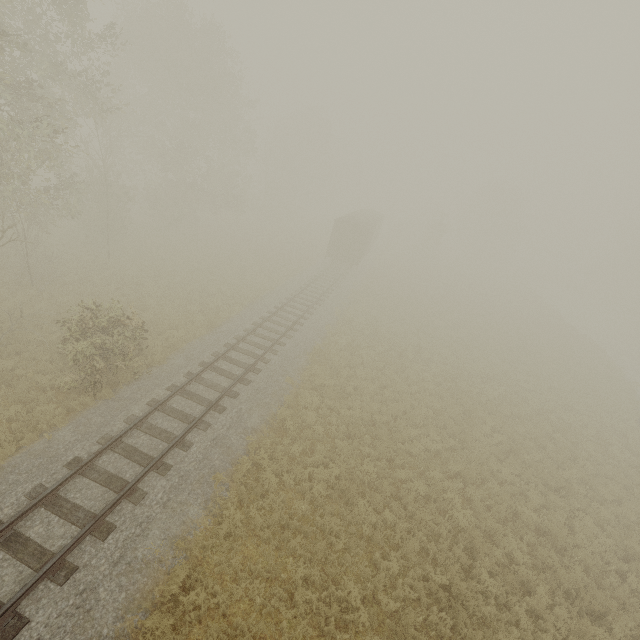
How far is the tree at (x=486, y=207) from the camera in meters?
53.0 m

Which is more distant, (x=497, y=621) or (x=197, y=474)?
(x=197, y=474)

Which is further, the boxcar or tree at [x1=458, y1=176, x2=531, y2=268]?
tree at [x1=458, y1=176, x2=531, y2=268]

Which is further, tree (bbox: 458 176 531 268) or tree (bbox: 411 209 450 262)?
tree (bbox: 458 176 531 268)

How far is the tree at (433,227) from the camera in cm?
4794

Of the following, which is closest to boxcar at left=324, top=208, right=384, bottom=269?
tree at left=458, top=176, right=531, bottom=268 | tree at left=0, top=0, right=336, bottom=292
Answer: tree at left=0, top=0, right=336, bottom=292

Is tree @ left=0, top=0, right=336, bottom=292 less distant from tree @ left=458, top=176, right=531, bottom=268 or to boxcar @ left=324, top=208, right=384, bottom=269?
boxcar @ left=324, top=208, right=384, bottom=269
